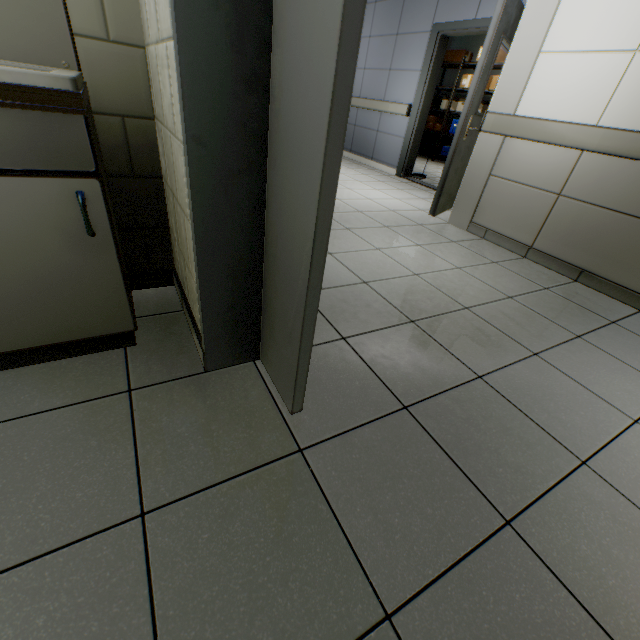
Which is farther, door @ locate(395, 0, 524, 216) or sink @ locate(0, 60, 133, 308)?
door @ locate(395, 0, 524, 216)

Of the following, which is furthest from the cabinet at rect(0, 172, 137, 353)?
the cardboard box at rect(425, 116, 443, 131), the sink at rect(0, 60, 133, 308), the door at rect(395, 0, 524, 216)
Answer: the cardboard box at rect(425, 116, 443, 131)

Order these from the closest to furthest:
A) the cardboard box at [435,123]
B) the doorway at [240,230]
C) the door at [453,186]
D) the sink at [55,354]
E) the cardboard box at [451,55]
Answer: the doorway at [240,230]
the sink at [55,354]
the door at [453,186]
the cardboard box at [451,55]
the cardboard box at [435,123]

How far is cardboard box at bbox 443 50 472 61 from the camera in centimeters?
795cm

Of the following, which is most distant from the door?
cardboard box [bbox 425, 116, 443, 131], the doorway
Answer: cardboard box [bbox 425, 116, 443, 131]

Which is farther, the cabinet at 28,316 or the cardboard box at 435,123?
the cardboard box at 435,123

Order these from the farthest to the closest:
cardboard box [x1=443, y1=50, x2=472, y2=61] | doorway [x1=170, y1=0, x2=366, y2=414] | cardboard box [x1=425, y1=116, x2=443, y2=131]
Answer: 1. cardboard box [x1=425, y1=116, x2=443, y2=131]
2. cardboard box [x1=443, y1=50, x2=472, y2=61]
3. doorway [x1=170, y1=0, x2=366, y2=414]

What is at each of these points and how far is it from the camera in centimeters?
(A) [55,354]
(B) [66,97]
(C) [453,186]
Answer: (A) sink, 130cm
(B) sink, 85cm
(C) door, 404cm
